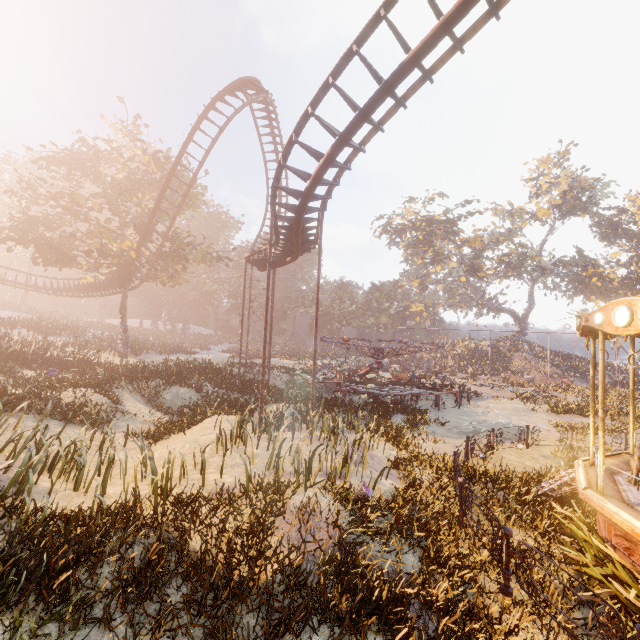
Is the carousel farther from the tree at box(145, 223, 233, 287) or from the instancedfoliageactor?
the tree at box(145, 223, 233, 287)

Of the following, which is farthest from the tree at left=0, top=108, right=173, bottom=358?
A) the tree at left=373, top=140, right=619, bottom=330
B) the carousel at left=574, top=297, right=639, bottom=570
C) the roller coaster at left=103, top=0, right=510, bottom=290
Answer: the tree at left=373, top=140, right=619, bottom=330

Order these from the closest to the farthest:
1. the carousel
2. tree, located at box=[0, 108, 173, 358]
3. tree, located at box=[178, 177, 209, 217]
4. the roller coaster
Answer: the carousel
the roller coaster
tree, located at box=[0, 108, 173, 358]
tree, located at box=[178, 177, 209, 217]

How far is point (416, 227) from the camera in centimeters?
4938cm

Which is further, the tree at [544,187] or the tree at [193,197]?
the tree at [544,187]

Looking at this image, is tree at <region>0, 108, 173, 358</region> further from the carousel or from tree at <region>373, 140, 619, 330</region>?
tree at <region>373, 140, 619, 330</region>

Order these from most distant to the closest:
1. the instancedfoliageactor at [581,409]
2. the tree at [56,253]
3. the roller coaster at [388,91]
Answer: the tree at [56,253] → the instancedfoliageactor at [581,409] → the roller coaster at [388,91]

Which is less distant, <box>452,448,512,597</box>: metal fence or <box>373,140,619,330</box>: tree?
<box>452,448,512,597</box>: metal fence
